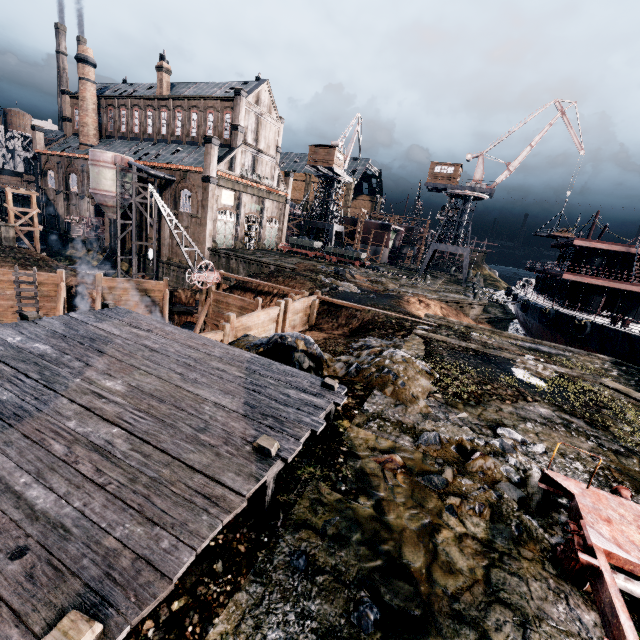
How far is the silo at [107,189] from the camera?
40.4m

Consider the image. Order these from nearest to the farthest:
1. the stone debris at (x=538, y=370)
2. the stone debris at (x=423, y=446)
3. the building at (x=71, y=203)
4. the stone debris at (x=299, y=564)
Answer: the stone debris at (x=299, y=564) < the stone debris at (x=423, y=446) < the stone debris at (x=538, y=370) < the building at (x=71, y=203)

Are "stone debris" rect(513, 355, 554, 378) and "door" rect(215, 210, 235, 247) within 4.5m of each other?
no

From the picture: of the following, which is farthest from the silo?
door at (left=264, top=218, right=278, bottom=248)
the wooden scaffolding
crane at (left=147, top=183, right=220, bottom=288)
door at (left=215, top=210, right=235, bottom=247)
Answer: the wooden scaffolding

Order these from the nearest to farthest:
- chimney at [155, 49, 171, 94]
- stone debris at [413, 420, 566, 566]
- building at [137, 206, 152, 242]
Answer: stone debris at [413, 420, 566, 566] < building at [137, 206, 152, 242] < chimney at [155, 49, 171, 94]

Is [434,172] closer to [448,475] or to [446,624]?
[448,475]

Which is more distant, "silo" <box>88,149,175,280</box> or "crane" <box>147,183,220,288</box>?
"silo" <box>88,149,175,280</box>

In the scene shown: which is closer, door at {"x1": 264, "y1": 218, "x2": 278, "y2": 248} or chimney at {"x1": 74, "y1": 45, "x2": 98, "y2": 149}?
chimney at {"x1": 74, "y1": 45, "x2": 98, "y2": 149}
